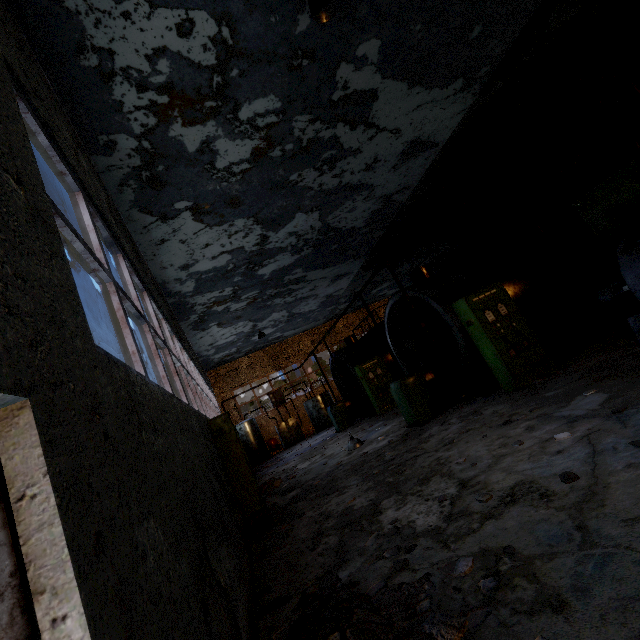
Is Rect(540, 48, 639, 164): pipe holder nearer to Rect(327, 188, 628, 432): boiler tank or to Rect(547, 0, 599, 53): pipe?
Rect(327, 188, 628, 432): boiler tank

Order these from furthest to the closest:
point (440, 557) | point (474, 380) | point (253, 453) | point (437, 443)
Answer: point (253, 453)
point (474, 380)
point (437, 443)
point (440, 557)

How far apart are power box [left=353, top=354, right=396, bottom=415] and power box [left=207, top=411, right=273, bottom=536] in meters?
7.6

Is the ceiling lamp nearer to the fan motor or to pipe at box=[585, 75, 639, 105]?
the fan motor

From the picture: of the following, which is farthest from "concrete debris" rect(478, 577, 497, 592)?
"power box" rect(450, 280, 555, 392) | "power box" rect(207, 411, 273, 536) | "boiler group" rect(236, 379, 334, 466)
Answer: "boiler group" rect(236, 379, 334, 466)

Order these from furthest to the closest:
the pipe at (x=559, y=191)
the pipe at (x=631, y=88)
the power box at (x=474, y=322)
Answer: the pipe at (x=559, y=191), the power box at (x=474, y=322), the pipe at (x=631, y=88)

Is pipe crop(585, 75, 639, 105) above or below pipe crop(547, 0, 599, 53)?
below

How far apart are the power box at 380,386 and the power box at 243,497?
7.6 meters
